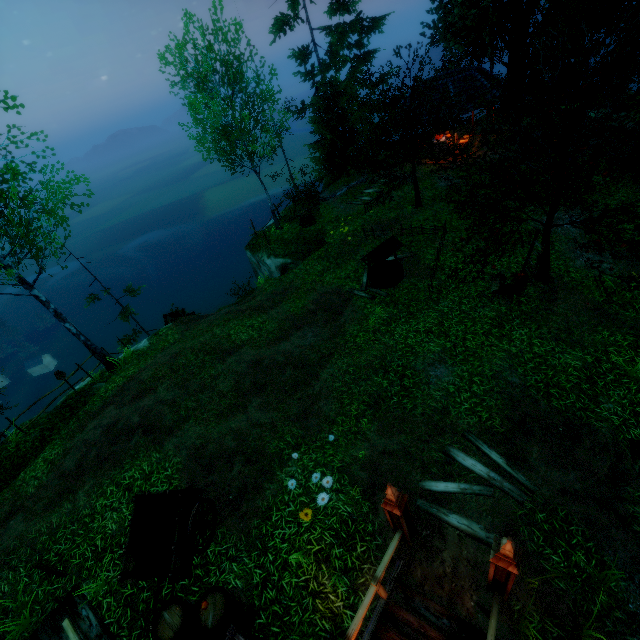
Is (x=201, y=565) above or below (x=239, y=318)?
above

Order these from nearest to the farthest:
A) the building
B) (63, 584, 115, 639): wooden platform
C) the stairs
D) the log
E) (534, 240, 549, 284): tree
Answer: the stairs
(63, 584, 115, 639): wooden platform
(534, 240, 549, 284): tree
the building
the log

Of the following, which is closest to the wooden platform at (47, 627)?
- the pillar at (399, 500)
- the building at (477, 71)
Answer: the pillar at (399, 500)

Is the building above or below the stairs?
above

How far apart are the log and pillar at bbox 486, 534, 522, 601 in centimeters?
1813cm

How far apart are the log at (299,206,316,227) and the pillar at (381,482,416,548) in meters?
17.1 m

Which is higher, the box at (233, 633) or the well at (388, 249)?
the box at (233, 633)

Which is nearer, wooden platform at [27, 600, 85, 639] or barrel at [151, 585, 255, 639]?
barrel at [151, 585, 255, 639]
